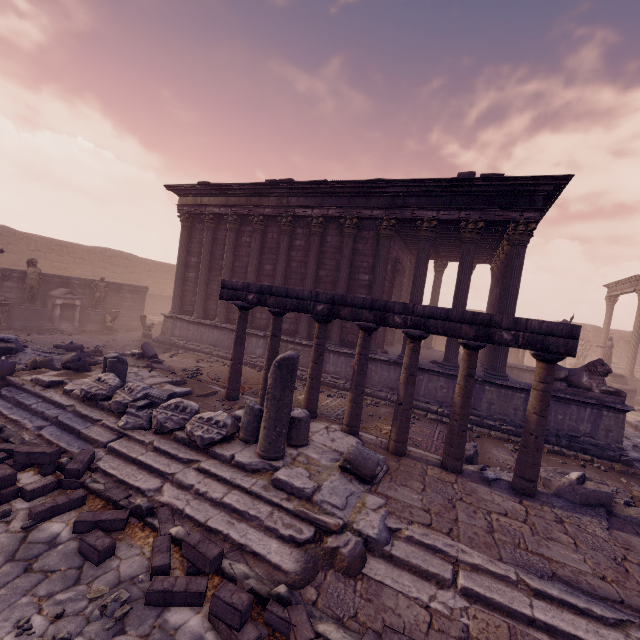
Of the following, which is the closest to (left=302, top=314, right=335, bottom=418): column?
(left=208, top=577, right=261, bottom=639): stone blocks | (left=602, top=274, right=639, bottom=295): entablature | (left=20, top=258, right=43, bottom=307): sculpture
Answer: (left=208, top=577, right=261, bottom=639): stone blocks

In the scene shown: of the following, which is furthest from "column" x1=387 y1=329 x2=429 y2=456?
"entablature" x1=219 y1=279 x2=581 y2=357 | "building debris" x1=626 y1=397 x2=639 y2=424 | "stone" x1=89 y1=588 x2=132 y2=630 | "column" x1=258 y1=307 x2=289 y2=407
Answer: "building debris" x1=626 y1=397 x2=639 y2=424

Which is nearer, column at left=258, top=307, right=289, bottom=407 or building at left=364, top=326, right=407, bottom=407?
column at left=258, top=307, right=289, bottom=407

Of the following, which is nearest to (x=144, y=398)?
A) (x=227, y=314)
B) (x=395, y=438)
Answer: (x=395, y=438)

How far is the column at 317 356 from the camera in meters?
7.4 m

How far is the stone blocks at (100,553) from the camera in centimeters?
359cm

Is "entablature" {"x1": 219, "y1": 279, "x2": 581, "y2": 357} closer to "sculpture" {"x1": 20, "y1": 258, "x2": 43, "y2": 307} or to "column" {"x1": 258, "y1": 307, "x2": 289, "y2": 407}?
"column" {"x1": 258, "y1": 307, "x2": 289, "y2": 407}

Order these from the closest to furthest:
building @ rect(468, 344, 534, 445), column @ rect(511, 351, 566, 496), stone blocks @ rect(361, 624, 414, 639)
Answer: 1. stone blocks @ rect(361, 624, 414, 639)
2. column @ rect(511, 351, 566, 496)
3. building @ rect(468, 344, 534, 445)
